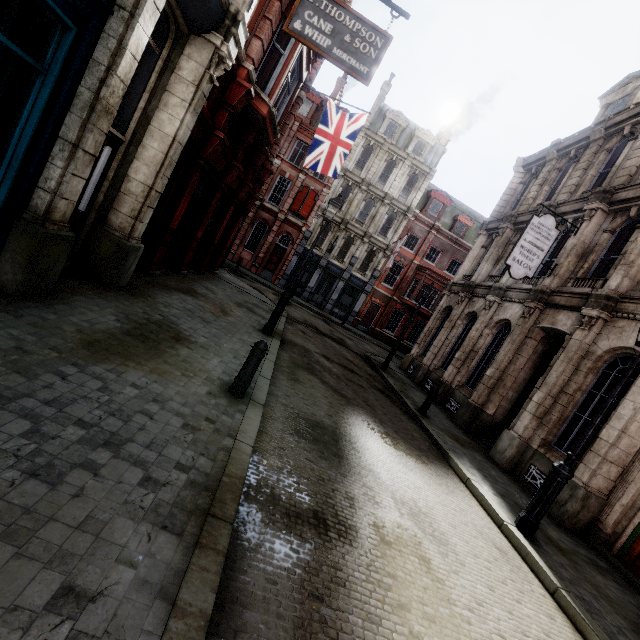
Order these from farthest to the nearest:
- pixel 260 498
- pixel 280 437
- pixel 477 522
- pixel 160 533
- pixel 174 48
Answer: pixel 174 48 < pixel 477 522 < pixel 280 437 < pixel 260 498 < pixel 160 533

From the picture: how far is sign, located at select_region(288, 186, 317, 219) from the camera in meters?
28.8 m

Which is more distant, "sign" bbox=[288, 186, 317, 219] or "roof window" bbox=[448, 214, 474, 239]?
"roof window" bbox=[448, 214, 474, 239]

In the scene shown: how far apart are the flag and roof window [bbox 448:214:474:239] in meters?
20.9

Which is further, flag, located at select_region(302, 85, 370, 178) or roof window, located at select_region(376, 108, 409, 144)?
roof window, located at select_region(376, 108, 409, 144)

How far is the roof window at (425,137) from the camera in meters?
30.3 m

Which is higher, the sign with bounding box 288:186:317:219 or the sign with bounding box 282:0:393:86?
the sign with bounding box 288:186:317:219

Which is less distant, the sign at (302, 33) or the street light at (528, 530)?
the street light at (528, 530)
